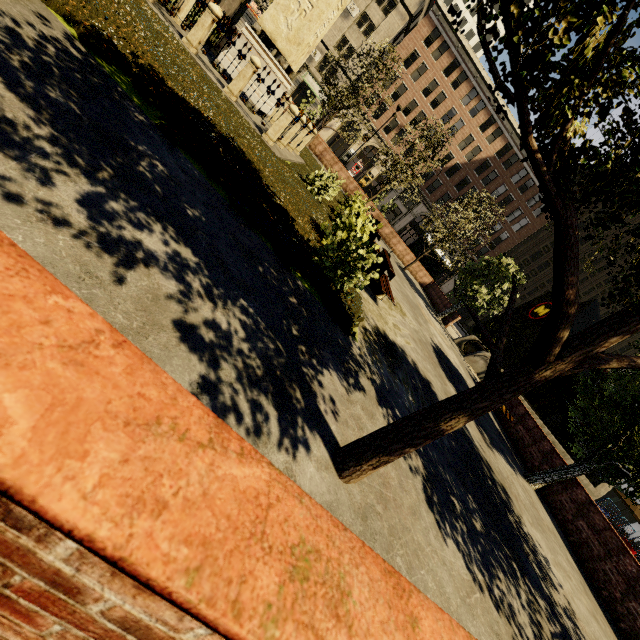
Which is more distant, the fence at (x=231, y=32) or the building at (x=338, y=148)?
the building at (x=338, y=148)

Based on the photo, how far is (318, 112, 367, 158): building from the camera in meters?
42.4 m

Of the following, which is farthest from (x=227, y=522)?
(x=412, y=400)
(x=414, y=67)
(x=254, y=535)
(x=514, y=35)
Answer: (x=414, y=67)

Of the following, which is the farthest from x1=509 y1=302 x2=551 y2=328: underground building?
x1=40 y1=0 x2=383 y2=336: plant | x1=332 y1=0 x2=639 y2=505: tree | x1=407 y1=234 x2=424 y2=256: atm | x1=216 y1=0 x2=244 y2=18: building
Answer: x1=216 y1=0 x2=244 y2=18: building

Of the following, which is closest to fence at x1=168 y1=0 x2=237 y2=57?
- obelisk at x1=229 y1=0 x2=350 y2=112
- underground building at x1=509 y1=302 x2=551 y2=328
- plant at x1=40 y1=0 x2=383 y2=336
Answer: plant at x1=40 y1=0 x2=383 y2=336

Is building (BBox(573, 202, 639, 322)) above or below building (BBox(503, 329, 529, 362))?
above

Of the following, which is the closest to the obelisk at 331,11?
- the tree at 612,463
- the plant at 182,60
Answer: the plant at 182,60

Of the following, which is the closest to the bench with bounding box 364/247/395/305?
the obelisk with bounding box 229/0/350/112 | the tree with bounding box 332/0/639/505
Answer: the tree with bounding box 332/0/639/505
